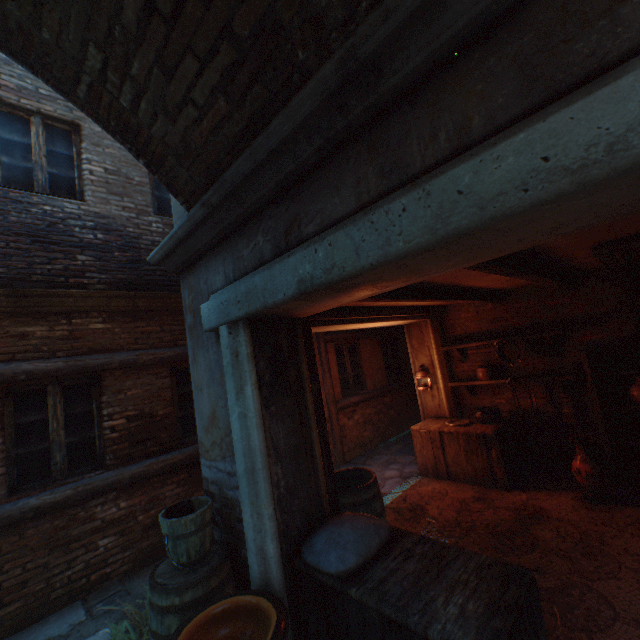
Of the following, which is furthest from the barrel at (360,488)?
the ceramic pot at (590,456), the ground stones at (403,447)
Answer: the ceramic pot at (590,456)

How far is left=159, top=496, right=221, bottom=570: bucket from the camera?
2.7 meters

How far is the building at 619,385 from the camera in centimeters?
469cm

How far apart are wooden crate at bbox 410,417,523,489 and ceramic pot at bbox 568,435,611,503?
0.8m

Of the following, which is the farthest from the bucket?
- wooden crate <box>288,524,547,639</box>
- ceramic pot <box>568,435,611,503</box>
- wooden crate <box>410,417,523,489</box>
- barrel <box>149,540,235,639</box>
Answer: ceramic pot <box>568,435,611,503</box>

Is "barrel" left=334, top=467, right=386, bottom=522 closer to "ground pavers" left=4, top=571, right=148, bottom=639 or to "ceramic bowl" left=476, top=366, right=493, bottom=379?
"ground pavers" left=4, top=571, right=148, bottom=639

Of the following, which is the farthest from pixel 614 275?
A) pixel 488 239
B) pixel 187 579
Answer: pixel 187 579

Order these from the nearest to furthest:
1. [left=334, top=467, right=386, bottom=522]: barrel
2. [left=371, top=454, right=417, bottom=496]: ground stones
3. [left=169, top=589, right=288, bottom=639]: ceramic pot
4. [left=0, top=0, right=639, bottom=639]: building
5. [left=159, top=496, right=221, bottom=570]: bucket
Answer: [left=0, top=0, right=639, bottom=639]: building → [left=169, top=589, right=288, bottom=639]: ceramic pot → [left=159, top=496, right=221, bottom=570]: bucket → [left=334, top=467, right=386, bottom=522]: barrel → [left=371, top=454, right=417, bottom=496]: ground stones
